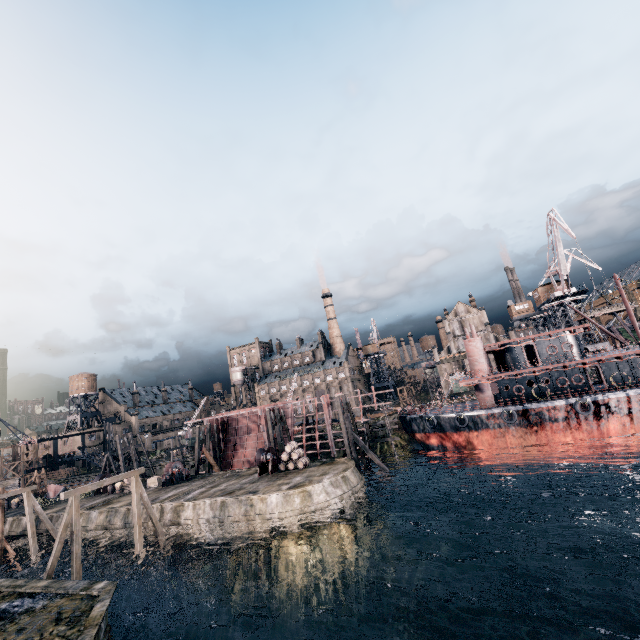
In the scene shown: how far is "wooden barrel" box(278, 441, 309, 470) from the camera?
32.9 meters

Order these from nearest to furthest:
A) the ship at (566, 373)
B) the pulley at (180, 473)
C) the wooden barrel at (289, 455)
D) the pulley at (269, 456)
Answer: the ship at (566, 373)
the wooden barrel at (289, 455)
the pulley at (269, 456)
the pulley at (180, 473)

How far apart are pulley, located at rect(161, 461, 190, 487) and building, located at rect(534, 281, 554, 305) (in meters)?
62.50

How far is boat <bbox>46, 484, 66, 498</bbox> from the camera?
45.0 meters

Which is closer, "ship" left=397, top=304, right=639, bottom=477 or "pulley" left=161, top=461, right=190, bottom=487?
"ship" left=397, top=304, right=639, bottom=477

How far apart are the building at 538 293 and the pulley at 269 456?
51.9m

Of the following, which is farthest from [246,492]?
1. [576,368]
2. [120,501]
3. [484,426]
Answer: [576,368]

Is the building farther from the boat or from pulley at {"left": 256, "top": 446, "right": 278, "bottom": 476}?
the boat
